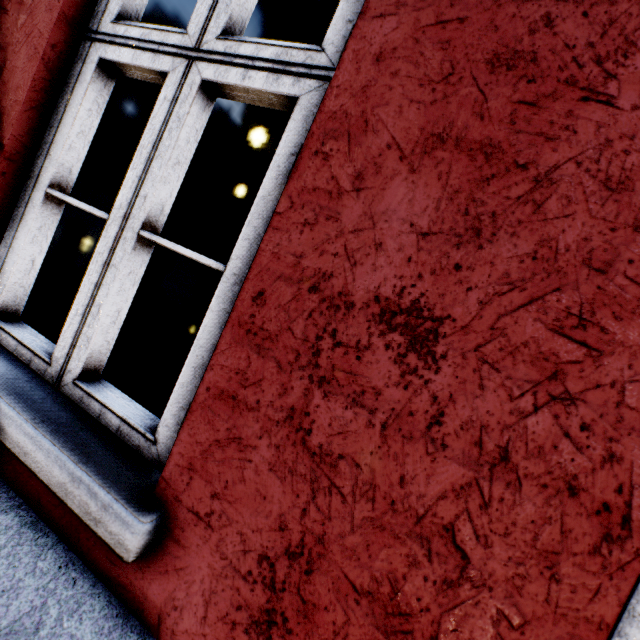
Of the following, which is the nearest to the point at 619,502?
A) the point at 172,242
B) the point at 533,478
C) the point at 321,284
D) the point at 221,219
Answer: the point at 533,478
